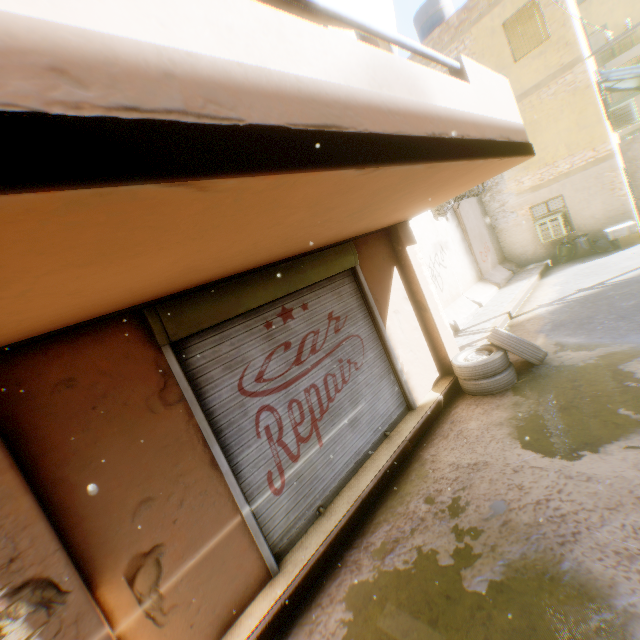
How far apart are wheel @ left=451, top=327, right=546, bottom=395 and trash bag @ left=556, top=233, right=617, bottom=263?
8.2m

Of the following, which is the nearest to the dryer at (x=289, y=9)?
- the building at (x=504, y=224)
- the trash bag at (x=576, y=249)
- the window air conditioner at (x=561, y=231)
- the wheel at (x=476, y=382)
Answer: the building at (x=504, y=224)

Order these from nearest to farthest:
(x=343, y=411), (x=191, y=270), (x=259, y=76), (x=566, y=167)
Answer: (x=259, y=76) → (x=191, y=270) → (x=343, y=411) → (x=566, y=167)

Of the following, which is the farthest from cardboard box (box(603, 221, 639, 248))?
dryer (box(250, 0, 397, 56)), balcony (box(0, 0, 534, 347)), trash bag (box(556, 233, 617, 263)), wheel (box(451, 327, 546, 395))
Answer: dryer (box(250, 0, 397, 56))

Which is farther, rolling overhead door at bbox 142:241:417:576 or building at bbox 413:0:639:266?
building at bbox 413:0:639:266

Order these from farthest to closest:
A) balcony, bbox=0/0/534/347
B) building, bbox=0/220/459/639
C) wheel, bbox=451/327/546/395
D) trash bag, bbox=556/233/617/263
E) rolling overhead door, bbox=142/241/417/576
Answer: trash bag, bbox=556/233/617/263 → wheel, bbox=451/327/546/395 → rolling overhead door, bbox=142/241/417/576 → building, bbox=0/220/459/639 → balcony, bbox=0/0/534/347

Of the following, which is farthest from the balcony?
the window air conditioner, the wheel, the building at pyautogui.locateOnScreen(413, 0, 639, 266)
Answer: the window air conditioner

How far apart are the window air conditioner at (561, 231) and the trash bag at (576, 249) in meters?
0.2
